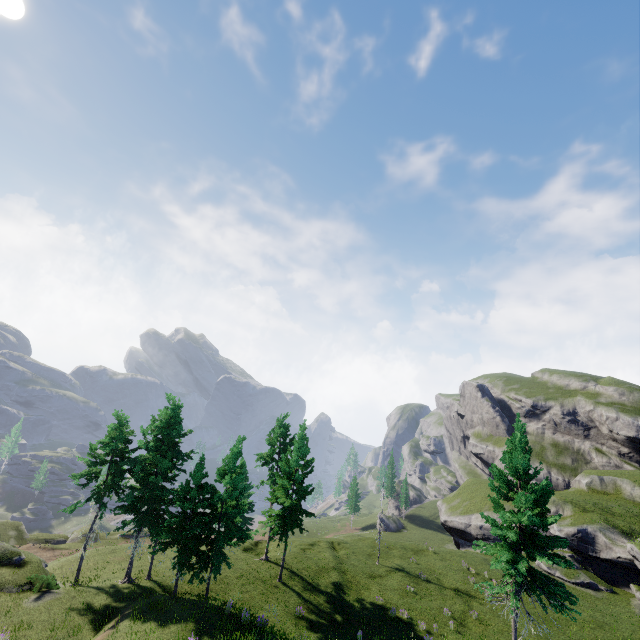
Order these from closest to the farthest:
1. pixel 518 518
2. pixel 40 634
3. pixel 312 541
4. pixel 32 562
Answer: pixel 40 634, pixel 518 518, pixel 32 562, pixel 312 541
